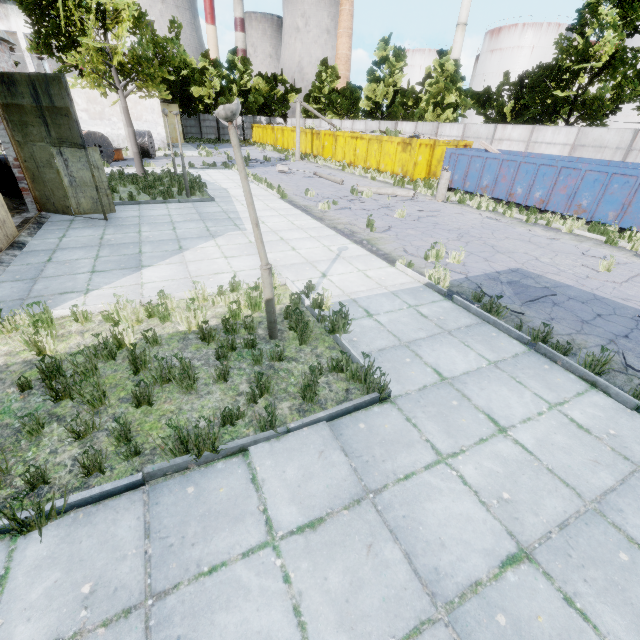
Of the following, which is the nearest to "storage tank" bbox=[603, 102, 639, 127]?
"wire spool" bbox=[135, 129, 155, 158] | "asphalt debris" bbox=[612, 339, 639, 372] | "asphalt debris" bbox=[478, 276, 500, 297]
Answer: "asphalt debris" bbox=[478, 276, 500, 297]

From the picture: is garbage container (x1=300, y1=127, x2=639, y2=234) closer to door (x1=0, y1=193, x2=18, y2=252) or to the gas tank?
door (x1=0, y1=193, x2=18, y2=252)

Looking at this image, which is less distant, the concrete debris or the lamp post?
the lamp post

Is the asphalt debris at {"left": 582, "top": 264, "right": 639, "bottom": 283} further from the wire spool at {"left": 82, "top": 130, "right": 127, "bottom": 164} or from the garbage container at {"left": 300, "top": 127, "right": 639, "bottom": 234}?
the wire spool at {"left": 82, "top": 130, "right": 127, "bottom": 164}

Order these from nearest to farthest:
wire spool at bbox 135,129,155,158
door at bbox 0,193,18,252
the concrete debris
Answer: door at bbox 0,193,18,252, the concrete debris, wire spool at bbox 135,129,155,158

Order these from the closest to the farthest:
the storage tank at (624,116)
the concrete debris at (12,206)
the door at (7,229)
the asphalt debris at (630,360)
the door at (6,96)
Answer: the asphalt debris at (630,360) → the door at (7,229) → the door at (6,96) → the concrete debris at (12,206) → the storage tank at (624,116)

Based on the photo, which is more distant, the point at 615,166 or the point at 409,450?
the point at 615,166

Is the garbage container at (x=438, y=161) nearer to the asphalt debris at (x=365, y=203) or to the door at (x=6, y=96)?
the asphalt debris at (x=365, y=203)
